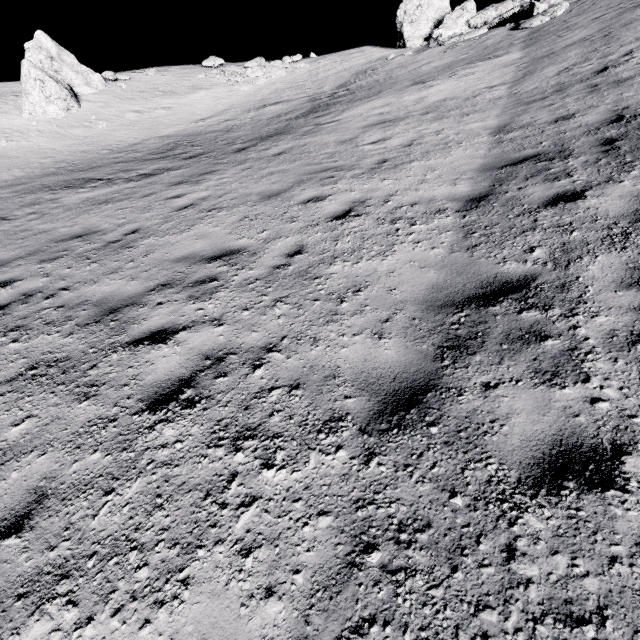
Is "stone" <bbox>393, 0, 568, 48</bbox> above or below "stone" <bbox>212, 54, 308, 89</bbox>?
above

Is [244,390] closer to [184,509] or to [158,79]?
[184,509]

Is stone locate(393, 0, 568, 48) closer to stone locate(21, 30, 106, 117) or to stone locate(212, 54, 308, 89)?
stone locate(212, 54, 308, 89)

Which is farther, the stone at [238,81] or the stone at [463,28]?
the stone at [238,81]

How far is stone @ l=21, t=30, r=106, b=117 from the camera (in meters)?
17.12

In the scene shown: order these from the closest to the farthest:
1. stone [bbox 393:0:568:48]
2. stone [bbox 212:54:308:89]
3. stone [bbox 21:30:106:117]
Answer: stone [bbox 393:0:568:48] < stone [bbox 21:30:106:117] < stone [bbox 212:54:308:89]

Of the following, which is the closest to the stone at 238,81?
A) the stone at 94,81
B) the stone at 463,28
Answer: the stone at 94,81

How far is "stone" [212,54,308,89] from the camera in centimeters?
2200cm
